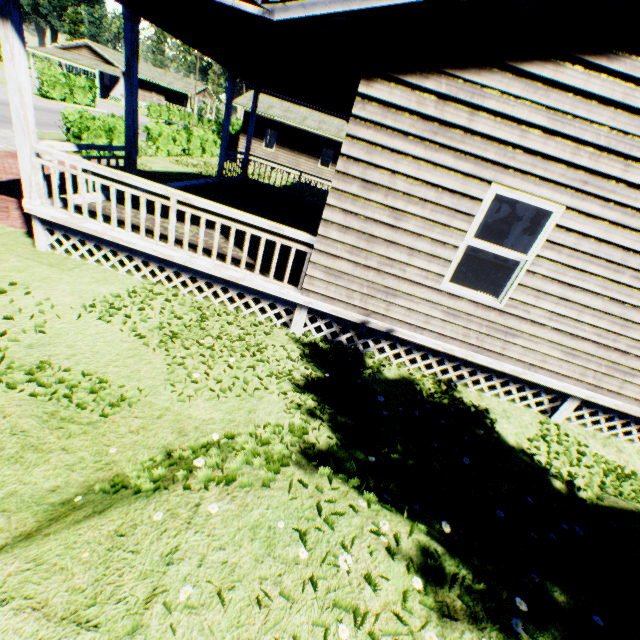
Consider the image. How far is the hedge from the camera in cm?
2922

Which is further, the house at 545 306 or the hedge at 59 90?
the hedge at 59 90

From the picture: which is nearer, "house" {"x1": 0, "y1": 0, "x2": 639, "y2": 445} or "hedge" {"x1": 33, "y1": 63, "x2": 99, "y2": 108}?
"house" {"x1": 0, "y1": 0, "x2": 639, "y2": 445}

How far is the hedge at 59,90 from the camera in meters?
29.2

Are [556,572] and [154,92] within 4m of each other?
no
